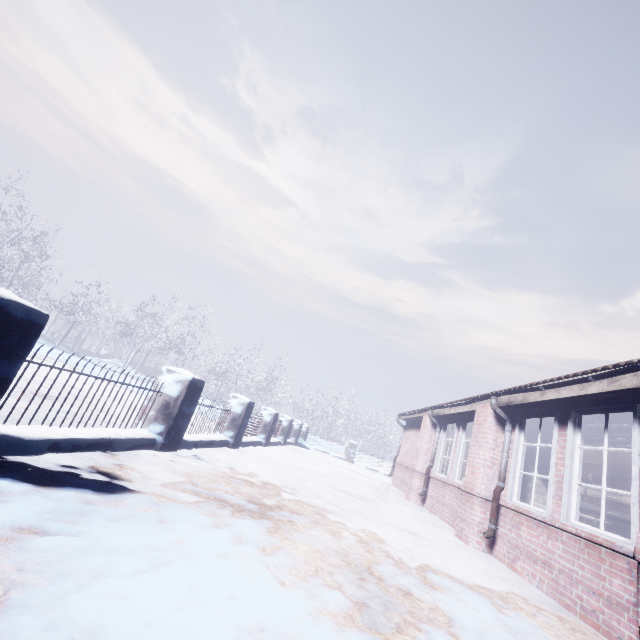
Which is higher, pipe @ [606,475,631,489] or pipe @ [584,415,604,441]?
pipe @ [584,415,604,441]

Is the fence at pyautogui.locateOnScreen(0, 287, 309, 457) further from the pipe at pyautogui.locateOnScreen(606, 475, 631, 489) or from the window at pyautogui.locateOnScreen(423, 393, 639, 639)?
the pipe at pyautogui.locateOnScreen(606, 475, 631, 489)

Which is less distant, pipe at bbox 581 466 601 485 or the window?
the window

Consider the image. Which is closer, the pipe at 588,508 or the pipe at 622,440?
the pipe at 622,440

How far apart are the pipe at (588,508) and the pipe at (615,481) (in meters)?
0.36

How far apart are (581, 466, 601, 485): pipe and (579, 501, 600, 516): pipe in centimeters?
36cm

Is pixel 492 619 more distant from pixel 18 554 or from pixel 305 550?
pixel 18 554
